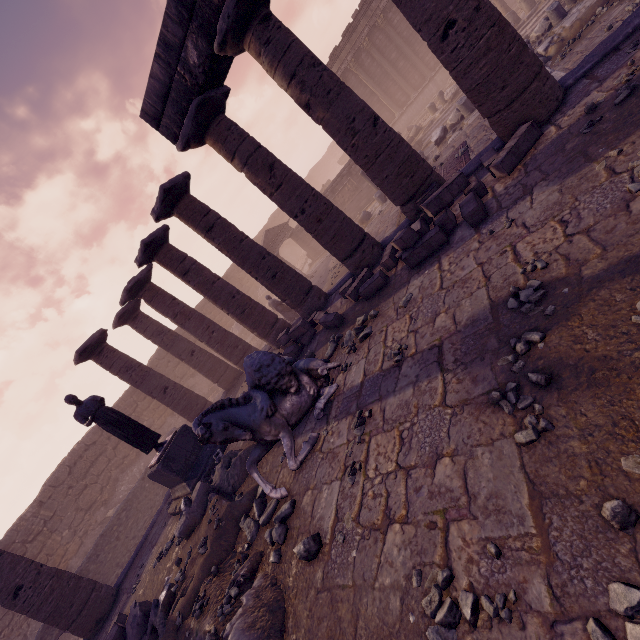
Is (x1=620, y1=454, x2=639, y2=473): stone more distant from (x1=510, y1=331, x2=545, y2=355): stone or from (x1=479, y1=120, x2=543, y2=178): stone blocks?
(x1=479, y1=120, x2=543, y2=178): stone blocks

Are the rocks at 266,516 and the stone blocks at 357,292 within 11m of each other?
yes

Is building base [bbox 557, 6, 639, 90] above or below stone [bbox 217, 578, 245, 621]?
below

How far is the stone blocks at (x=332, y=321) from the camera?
7.87m

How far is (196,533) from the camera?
6.18m

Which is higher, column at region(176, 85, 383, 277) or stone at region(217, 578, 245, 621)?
column at region(176, 85, 383, 277)

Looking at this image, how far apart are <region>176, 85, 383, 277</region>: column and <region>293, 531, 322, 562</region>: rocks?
6.2 meters

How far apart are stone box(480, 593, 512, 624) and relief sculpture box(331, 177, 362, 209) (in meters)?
20.49
